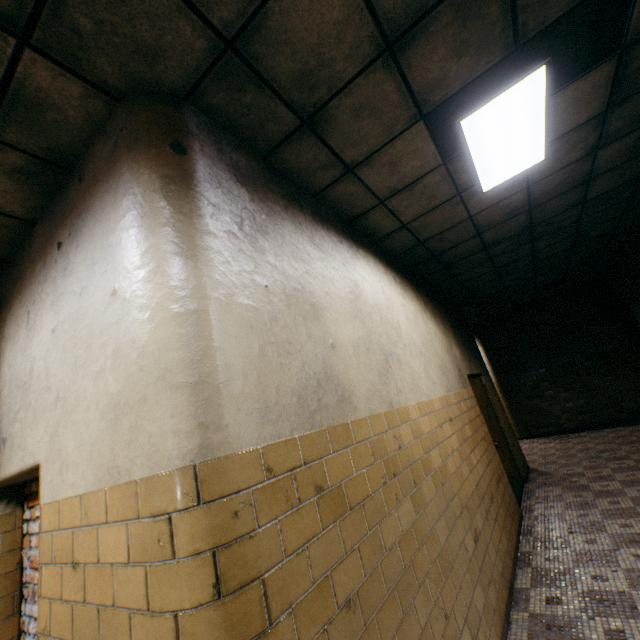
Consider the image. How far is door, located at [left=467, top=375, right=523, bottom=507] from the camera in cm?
548

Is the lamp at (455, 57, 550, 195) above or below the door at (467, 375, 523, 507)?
above

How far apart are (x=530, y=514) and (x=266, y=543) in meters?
5.4

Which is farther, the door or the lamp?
→ the door

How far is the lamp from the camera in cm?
246

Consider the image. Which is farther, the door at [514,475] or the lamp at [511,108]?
the door at [514,475]

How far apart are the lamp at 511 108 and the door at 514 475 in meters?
3.2 m

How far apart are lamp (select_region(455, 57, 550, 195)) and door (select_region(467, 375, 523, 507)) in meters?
3.2
